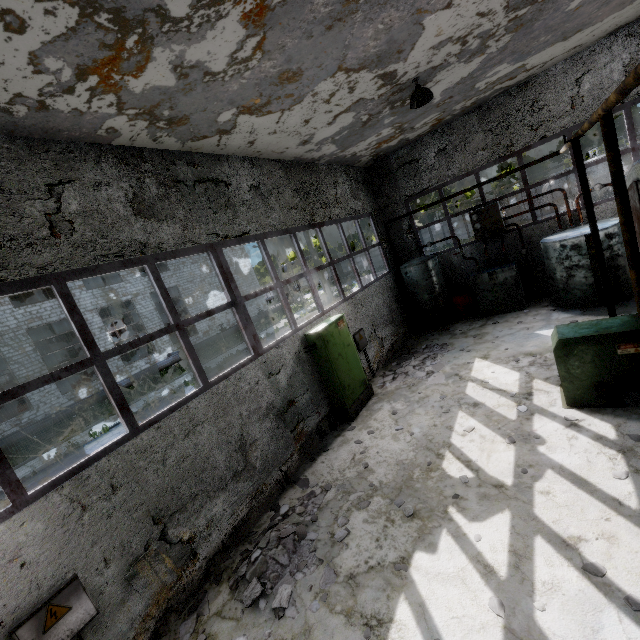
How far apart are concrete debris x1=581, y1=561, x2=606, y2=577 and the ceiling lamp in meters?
8.0

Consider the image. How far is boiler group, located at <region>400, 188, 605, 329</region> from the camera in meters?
9.1 m

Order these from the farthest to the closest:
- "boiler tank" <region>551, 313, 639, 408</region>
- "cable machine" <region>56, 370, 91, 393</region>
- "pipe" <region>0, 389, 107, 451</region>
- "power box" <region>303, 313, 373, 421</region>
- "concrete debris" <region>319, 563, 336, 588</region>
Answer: "cable machine" <region>56, 370, 91, 393</region> < "pipe" <region>0, 389, 107, 451</region> < "power box" <region>303, 313, 373, 421</region> < "boiler tank" <region>551, 313, 639, 408</region> < "concrete debris" <region>319, 563, 336, 588</region>

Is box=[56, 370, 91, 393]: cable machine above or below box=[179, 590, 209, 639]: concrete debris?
above

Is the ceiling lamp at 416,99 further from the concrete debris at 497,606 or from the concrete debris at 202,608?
the concrete debris at 202,608

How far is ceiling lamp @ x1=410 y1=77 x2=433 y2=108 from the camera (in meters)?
6.71

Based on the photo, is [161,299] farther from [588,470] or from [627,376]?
[627,376]

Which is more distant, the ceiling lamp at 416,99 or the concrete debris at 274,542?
the ceiling lamp at 416,99
